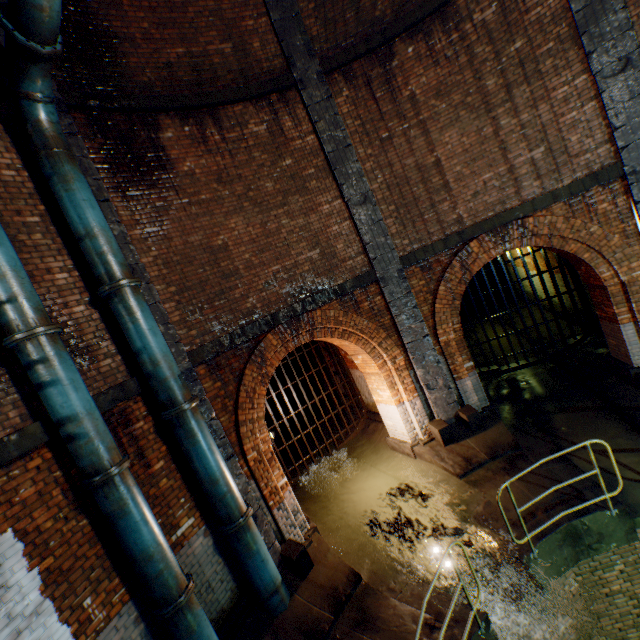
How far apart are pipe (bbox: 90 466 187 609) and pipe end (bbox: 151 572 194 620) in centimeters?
2cm

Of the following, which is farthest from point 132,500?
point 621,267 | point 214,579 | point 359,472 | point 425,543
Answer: point 621,267

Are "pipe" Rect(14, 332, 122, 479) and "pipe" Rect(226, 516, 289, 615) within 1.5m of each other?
no

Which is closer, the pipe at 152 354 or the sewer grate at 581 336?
the pipe at 152 354

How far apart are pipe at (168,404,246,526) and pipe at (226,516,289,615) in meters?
0.1

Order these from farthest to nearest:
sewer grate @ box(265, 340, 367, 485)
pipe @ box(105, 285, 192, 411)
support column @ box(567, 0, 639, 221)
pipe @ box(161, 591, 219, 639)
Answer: sewer grate @ box(265, 340, 367, 485) < support column @ box(567, 0, 639, 221) < pipe @ box(105, 285, 192, 411) < pipe @ box(161, 591, 219, 639)

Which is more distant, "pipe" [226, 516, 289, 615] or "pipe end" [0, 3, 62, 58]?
"pipe" [226, 516, 289, 615]

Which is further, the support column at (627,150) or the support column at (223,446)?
the support column at (627,150)
